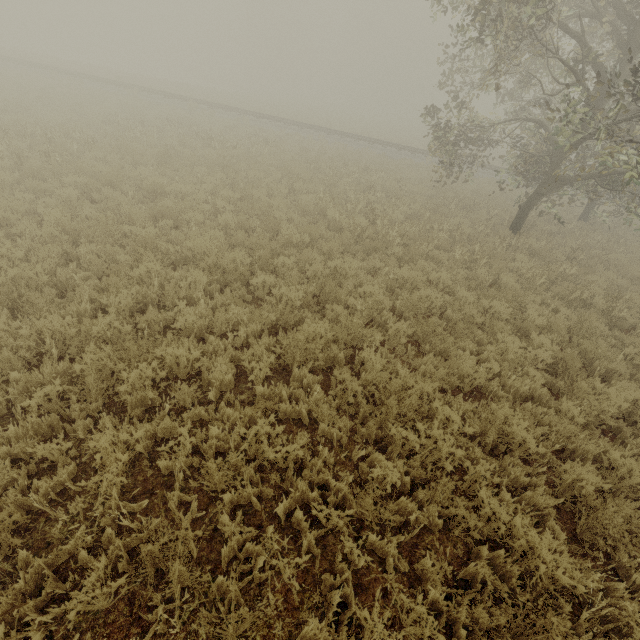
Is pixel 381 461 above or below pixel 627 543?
above
